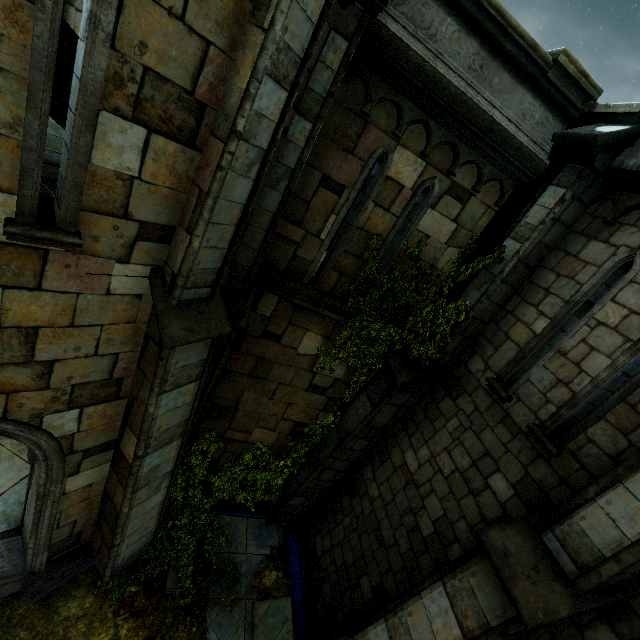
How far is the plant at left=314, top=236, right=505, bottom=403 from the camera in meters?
5.6

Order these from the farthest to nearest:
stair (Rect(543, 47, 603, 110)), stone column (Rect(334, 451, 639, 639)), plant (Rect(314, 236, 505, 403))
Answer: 1. plant (Rect(314, 236, 505, 403))
2. stair (Rect(543, 47, 603, 110))
3. stone column (Rect(334, 451, 639, 639))

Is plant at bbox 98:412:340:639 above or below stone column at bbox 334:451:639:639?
below

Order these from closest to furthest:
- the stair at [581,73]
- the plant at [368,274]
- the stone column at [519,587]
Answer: the stone column at [519,587]
the stair at [581,73]
the plant at [368,274]

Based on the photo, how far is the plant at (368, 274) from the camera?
5.58m

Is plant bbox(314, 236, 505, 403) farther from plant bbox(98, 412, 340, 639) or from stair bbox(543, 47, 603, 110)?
stair bbox(543, 47, 603, 110)

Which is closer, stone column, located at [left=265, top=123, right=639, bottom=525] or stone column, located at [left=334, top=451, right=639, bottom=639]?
stone column, located at [left=334, top=451, right=639, bottom=639]

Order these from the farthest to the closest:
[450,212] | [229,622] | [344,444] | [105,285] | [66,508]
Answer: [344,444] → [229,622] → [450,212] → [66,508] → [105,285]
